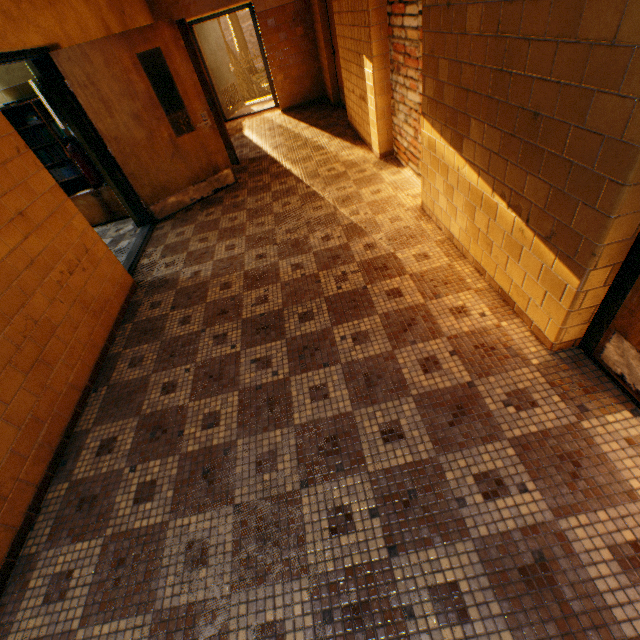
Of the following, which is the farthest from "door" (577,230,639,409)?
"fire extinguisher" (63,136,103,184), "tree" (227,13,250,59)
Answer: "tree" (227,13,250,59)

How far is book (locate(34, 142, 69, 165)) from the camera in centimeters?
477cm

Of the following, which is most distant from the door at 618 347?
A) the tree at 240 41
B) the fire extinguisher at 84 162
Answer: the tree at 240 41

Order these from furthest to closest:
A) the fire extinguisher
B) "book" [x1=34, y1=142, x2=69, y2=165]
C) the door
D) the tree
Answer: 1. the tree
2. "book" [x1=34, y1=142, x2=69, y2=165]
3. the fire extinguisher
4. the door

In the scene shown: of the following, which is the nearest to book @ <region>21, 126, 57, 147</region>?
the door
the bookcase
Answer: the bookcase

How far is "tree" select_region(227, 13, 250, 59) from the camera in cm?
2410

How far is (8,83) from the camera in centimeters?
443cm

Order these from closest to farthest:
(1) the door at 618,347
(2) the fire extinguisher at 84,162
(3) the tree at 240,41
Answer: (1) the door at 618,347, (2) the fire extinguisher at 84,162, (3) the tree at 240,41
